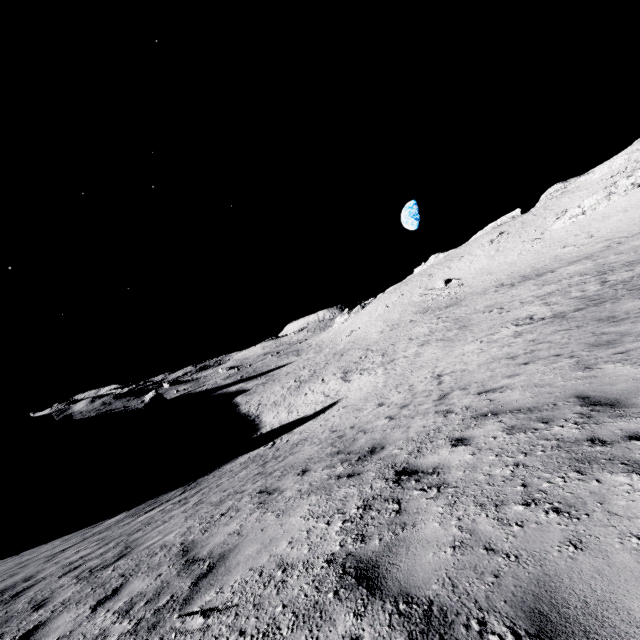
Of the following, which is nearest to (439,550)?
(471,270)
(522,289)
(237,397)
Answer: (522,289)
